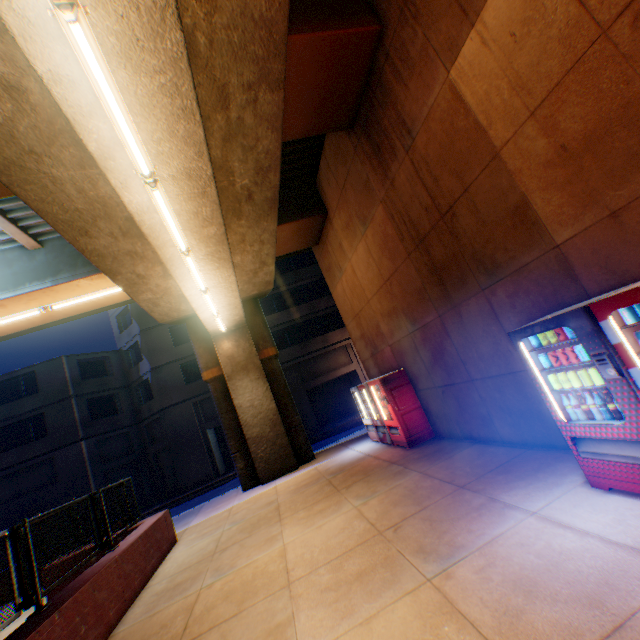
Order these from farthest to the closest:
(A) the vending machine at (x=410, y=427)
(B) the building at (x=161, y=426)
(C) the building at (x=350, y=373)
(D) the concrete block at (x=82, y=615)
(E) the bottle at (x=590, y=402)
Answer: (C) the building at (x=350, y=373) → (B) the building at (x=161, y=426) → (A) the vending machine at (x=410, y=427) → (D) the concrete block at (x=82, y=615) → (E) the bottle at (x=590, y=402)

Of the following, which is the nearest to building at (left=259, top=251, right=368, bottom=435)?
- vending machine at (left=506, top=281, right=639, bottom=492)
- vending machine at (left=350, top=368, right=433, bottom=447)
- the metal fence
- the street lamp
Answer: the metal fence

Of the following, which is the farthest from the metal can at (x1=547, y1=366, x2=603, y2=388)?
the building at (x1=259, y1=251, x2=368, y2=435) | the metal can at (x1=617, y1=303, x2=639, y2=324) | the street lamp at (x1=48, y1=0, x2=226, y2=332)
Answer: the building at (x1=259, y1=251, x2=368, y2=435)

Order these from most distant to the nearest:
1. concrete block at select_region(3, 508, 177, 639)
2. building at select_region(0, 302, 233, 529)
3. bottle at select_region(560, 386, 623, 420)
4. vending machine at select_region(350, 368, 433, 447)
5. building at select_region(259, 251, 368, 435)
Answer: building at select_region(259, 251, 368, 435), building at select_region(0, 302, 233, 529), vending machine at select_region(350, 368, 433, 447), concrete block at select_region(3, 508, 177, 639), bottle at select_region(560, 386, 623, 420)

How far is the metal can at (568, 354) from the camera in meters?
3.6 m

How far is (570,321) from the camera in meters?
3.4 m

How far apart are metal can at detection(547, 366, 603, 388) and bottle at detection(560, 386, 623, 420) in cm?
9

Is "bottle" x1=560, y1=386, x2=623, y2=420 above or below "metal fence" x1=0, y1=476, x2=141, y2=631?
below
